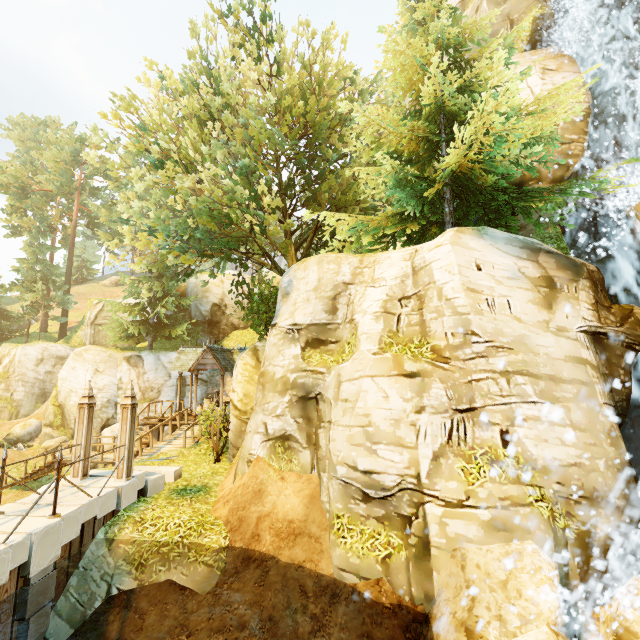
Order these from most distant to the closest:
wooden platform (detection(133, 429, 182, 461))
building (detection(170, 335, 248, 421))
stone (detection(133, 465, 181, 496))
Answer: building (detection(170, 335, 248, 421)) → wooden platform (detection(133, 429, 182, 461)) → stone (detection(133, 465, 181, 496))

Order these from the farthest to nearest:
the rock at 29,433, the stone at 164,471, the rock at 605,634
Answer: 1. the rock at 29,433
2. the stone at 164,471
3. the rock at 605,634

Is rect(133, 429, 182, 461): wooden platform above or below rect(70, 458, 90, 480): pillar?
below

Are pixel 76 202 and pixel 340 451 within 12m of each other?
no

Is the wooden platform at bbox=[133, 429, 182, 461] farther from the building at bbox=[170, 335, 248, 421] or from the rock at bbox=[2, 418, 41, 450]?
the rock at bbox=[2, 418, 41, 450]

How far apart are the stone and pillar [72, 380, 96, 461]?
0.9m

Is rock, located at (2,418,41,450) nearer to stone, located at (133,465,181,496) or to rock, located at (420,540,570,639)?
stone, located at (133,465,181,496)

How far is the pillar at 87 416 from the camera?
9.1m
